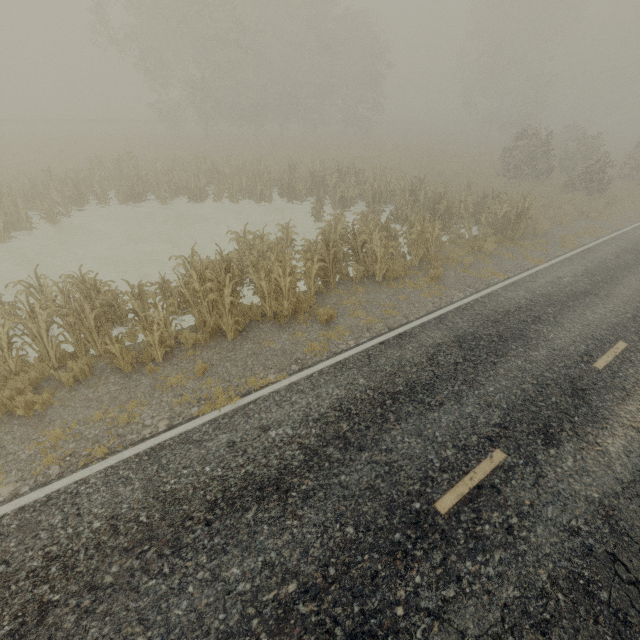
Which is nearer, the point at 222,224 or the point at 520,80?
the point at 222,224
